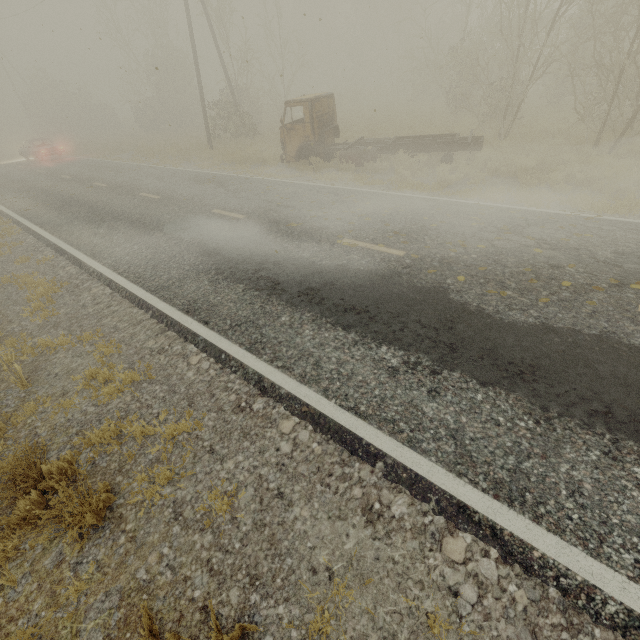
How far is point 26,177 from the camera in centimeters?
1923cm

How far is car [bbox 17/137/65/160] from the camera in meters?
24.1 m

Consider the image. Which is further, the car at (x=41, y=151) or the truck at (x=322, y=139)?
the car at (x=41, y=151)

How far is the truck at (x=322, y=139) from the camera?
11.9m

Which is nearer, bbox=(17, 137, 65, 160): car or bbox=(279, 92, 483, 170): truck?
bbox=(279, 92, 483, 170): truck

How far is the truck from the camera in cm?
1191
